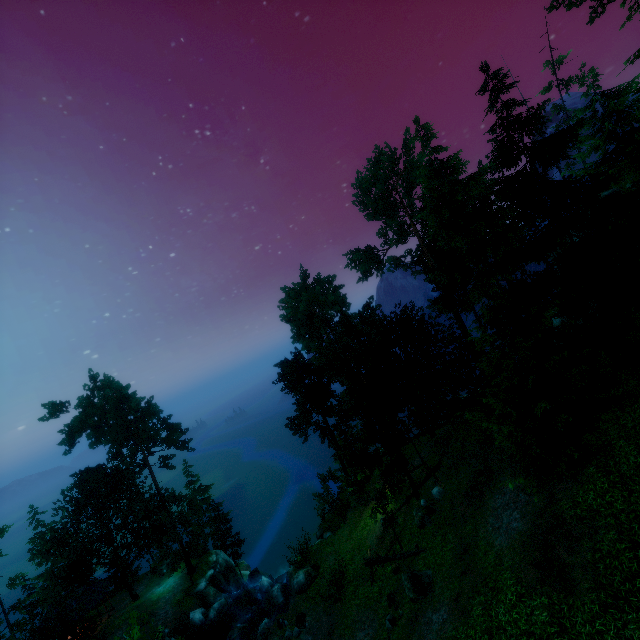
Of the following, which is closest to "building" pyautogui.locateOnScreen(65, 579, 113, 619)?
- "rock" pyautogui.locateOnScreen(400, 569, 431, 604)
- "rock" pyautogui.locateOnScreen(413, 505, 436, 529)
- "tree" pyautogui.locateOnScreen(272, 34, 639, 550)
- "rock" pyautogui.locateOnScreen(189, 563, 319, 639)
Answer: "tree" pyautogui.locateOnScreen(272, 34, 639, 550)

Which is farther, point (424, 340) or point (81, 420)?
point (81, 420)

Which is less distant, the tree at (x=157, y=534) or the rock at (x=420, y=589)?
the rock at (x=420, y=589)

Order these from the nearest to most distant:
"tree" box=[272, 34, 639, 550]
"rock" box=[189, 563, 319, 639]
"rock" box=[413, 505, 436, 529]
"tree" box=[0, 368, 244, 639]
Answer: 1. "tree" box=[272, 34, 639, 550]
2. "rock" box=[413, 505, 436, 529]
3. "rock" box=[189, 563, 319, 639]
4. "tree" box=[0, 368, 244, 639]

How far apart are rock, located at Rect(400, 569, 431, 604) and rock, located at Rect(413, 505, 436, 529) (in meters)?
3.30

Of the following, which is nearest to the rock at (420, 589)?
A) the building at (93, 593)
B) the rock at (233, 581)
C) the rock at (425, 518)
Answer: the rock at (425, 518)

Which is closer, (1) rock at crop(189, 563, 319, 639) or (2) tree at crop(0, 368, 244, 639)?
(1) rock at crop(189, 563, 319, 639)

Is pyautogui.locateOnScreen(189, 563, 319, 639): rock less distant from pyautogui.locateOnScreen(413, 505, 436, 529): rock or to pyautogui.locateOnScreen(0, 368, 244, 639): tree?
pyautogui.locateOnScreen(0, 368, 244, 639): tree
